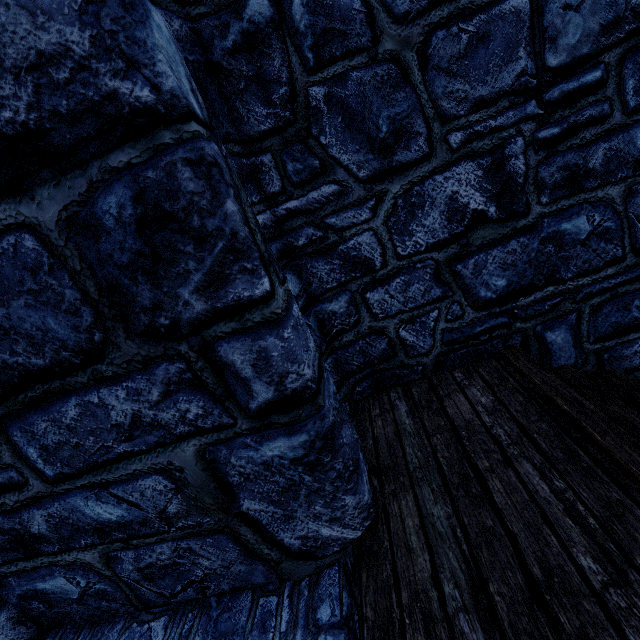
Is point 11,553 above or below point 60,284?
below
